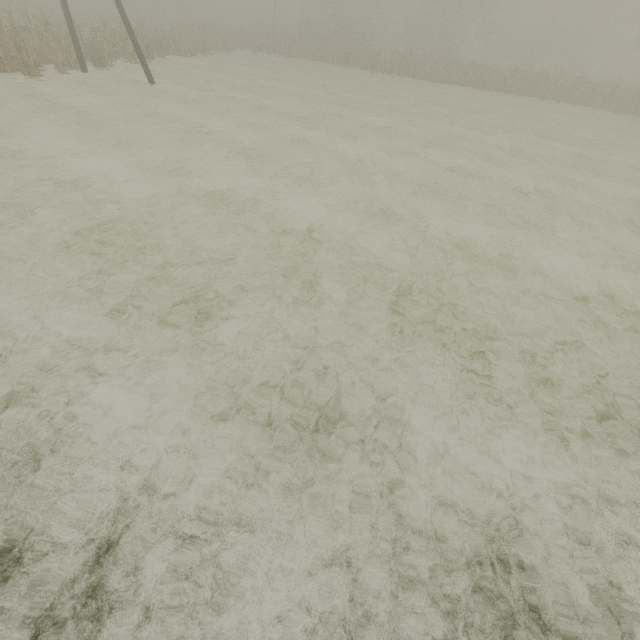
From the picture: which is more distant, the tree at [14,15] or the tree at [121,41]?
the tree at [121,41]

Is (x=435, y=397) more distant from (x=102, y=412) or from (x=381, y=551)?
(x=102, y=412)

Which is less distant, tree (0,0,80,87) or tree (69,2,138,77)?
tree (0,0,80,87)
